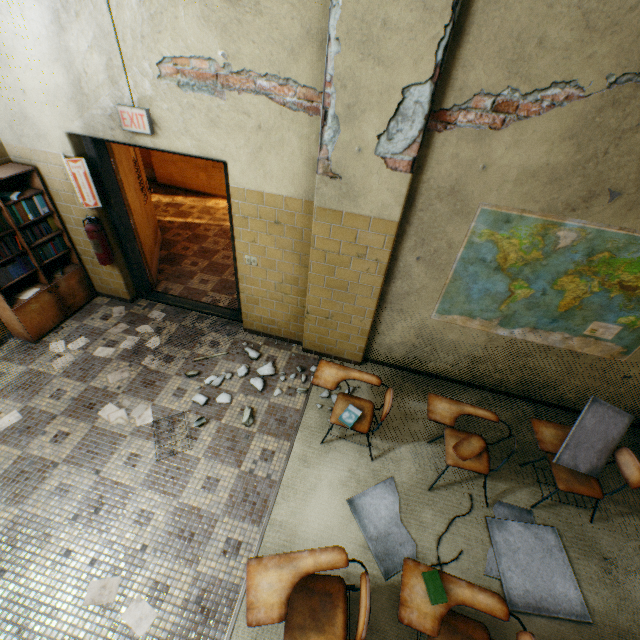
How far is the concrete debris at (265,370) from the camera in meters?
3.8 m

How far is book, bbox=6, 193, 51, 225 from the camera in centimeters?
345cm

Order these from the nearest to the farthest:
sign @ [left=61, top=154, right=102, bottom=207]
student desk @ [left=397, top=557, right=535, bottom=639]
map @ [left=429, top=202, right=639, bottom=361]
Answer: student desk @ [left=397, top=557, right=535, bottom=639], map @ [left=429, top=202, right=639, bottom=361], sign @ [left=61, top=154, right=102, bottom=207]

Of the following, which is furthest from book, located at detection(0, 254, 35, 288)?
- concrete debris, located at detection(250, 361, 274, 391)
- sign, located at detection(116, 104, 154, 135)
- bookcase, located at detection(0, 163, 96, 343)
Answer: concrete debris, located at detection(250, 361, 274, 391)

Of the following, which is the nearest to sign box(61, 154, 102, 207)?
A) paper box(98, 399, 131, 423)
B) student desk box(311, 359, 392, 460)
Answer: paper box(98, 399, 131, 423)

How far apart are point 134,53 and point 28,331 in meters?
3.3

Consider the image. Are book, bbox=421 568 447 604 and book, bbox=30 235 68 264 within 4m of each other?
no

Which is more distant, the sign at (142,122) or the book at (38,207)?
the book at (38,207)
